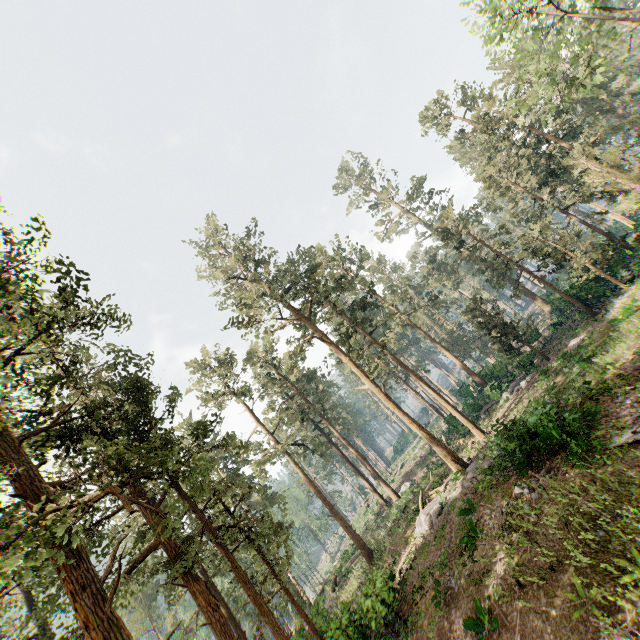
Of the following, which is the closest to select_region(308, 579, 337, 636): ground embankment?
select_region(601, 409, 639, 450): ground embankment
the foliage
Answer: the foliage

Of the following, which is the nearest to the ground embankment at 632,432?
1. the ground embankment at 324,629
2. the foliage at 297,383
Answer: the foliage at 297,383

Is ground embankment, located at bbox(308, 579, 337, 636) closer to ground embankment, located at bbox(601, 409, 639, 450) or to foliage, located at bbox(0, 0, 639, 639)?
foliage, located at bbox(0, 0, 639, 639)

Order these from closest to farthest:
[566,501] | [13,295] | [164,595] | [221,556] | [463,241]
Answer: [566,501]
[221,556]
[13,295]
[164,595]
[463,241]

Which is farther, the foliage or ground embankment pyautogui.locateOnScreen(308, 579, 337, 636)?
ground embankment pyautogui.locateOnScreen(308, 579, 337, 636)

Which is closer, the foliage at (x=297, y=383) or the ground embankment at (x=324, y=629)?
the foliage at (x=297, y=383)
